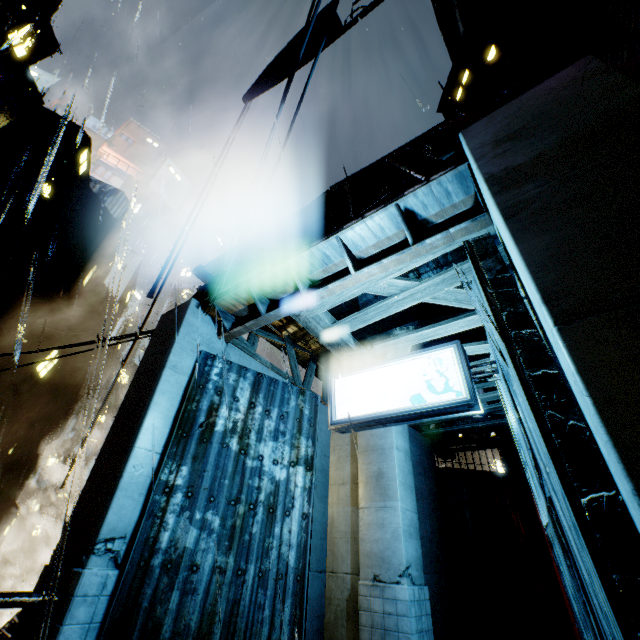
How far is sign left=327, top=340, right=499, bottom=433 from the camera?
5.2 meters

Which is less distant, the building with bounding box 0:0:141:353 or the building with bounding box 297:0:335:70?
the building with bounding box 0:0:141:353

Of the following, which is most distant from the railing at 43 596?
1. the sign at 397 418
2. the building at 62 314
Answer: the sign at 397 418

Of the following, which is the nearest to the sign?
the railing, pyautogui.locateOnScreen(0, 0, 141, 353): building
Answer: pyautogui.locateOnScreen(0, 0, 141, 353): building

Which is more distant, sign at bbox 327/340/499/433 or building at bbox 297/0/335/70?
building at bbox 297/0/335/70

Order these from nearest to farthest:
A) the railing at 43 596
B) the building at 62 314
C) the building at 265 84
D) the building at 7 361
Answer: the railing at 43 596 < the building at 265 84 < the building at 62 314 < the building at 7 361

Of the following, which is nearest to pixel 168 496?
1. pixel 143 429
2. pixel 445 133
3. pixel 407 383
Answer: pixel 143 429

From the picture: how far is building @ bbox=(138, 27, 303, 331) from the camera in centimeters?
1147cm
